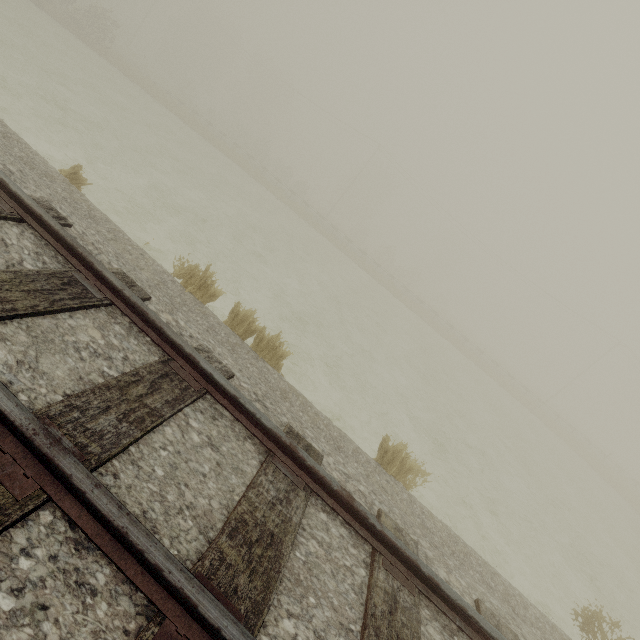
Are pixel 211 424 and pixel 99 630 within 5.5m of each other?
yes
